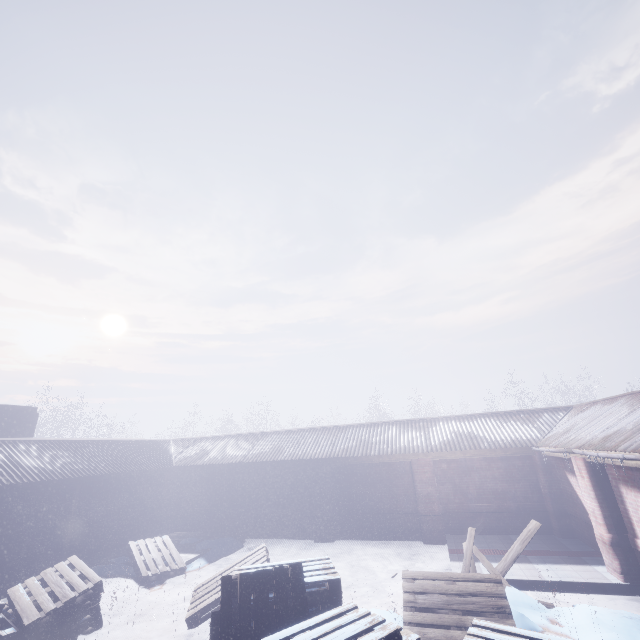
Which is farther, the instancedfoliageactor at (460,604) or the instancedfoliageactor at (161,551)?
the instancedfoliageactor at (161,551)

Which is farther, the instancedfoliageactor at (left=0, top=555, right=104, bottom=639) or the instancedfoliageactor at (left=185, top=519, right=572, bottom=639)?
the instancedfoliageactor at (left=0, top=555, right=104, bottom=639)

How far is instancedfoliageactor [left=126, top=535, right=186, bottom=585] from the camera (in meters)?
7.38

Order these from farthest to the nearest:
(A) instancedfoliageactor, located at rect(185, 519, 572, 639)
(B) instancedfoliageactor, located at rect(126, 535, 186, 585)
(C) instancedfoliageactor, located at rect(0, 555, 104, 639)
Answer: (B) instancedfoliageactor, located at rect(126, 535, 186, 585) < (C) instancedfoliageactor, located at rect(0, 555, 104, 639) < (A) instancedfoliageactor, located at rect(185, 519, 572, 639)

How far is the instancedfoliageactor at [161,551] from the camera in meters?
7.4 m

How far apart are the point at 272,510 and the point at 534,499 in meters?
7.8 m
